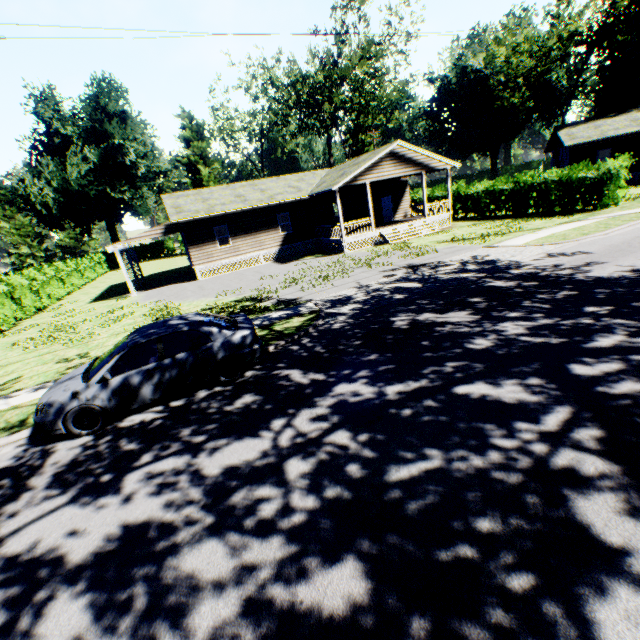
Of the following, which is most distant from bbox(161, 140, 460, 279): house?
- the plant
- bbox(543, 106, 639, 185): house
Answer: the plant

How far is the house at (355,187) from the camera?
22.9m

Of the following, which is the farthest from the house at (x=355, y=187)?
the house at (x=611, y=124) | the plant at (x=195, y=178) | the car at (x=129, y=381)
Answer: the plant at (x=195, y=178)

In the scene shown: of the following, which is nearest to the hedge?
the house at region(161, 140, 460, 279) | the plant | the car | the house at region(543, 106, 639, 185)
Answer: the house at region(161, 140, 460, 279)

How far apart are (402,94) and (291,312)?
51.75m

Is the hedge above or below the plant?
below

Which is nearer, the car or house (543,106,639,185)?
the car
